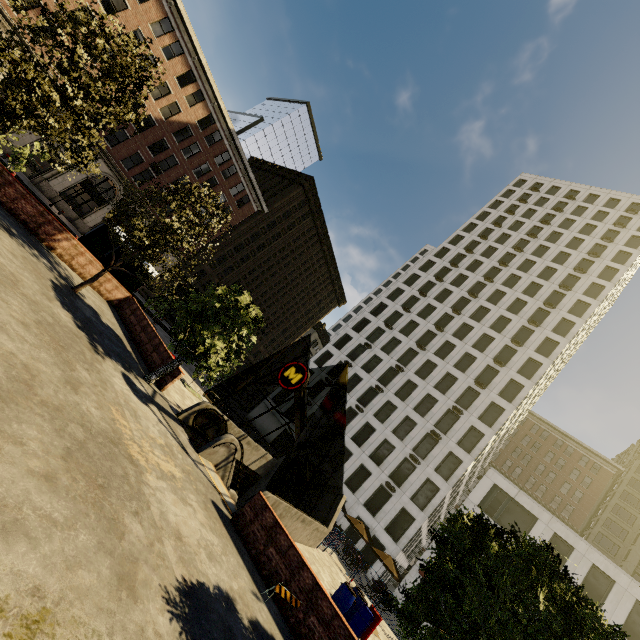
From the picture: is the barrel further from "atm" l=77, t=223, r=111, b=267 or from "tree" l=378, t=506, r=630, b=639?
"atm" l=77, t=223, r=111, b=267

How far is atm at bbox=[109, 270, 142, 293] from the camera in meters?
18.9 m

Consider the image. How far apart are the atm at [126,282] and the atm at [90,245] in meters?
1.7 m

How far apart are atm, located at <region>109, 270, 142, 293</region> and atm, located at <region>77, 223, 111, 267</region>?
1.7 meters

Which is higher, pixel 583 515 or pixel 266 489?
pixel 583 515

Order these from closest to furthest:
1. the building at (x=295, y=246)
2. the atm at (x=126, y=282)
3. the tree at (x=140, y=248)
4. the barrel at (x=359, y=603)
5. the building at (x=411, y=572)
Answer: the barrel at (x=359, y=603) < the tree at (x=140, y=248) < the atm at (x=126, y=282) < the building at (x=411, y=572) < the building at (x=295, y=246)

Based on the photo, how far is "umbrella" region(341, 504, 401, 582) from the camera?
23.38m

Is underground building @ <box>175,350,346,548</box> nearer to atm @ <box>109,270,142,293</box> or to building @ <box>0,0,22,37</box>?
atm @ <box>109,270,142,293</box>
